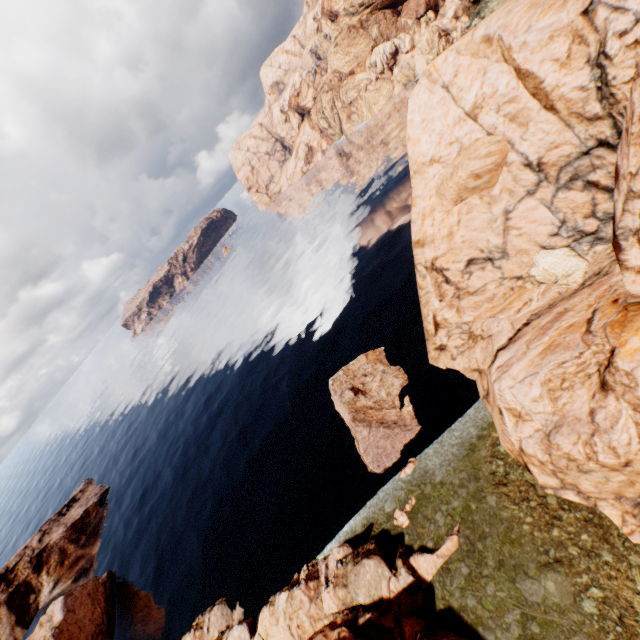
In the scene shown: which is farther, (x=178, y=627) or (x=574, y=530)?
(x=178, y=627)

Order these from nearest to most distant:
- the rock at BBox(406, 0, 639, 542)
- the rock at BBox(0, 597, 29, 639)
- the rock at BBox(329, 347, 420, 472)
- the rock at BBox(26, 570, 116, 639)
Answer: the rock at BBox(406, 0, 639, 542), the rock at BBox(329, 347, 420, 472), the rock at BBox(26, 570, 116, 639), the rock at BBox(0, 597, 29, 639)

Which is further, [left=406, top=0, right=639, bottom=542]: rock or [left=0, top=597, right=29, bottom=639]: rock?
[left=0, top=597, right=29, bottom=639]: rock

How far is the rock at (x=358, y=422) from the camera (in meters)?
29.55

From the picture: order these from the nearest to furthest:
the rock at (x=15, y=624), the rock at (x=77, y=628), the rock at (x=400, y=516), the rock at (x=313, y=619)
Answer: the rock at (x=313, y=619) → the rock at (x=400, y=516) → the rock at (x=77, y=628) → the rock at (x=15, y=624)

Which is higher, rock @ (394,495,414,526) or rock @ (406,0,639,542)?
rock @ (406,0,639,542)
